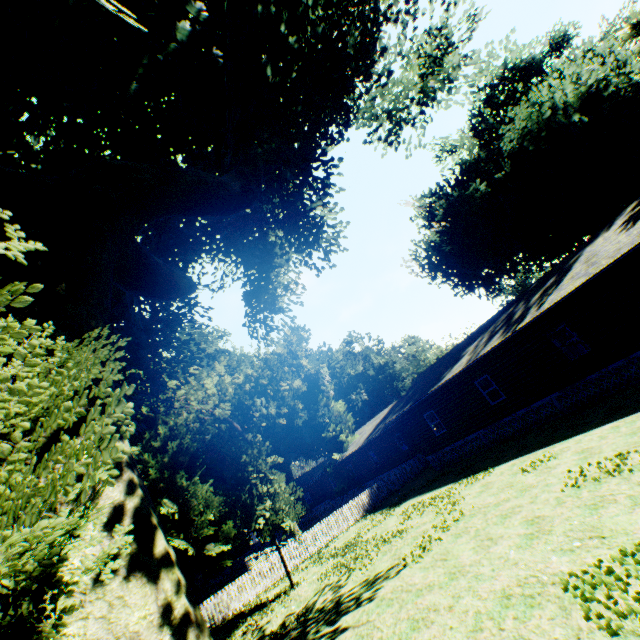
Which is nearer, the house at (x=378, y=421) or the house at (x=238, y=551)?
the house at (x=378, y=421)

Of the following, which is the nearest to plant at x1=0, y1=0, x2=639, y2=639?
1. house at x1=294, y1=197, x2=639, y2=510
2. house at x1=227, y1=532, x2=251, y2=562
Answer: house at x1=294, y1=197, x2=639, y2=510

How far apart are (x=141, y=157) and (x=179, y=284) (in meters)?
10.32

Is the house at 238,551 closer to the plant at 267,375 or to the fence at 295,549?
the fence at 295,549

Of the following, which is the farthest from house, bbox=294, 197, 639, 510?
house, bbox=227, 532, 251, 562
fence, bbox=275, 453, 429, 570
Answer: house, bbox=227, 532, 251, 562

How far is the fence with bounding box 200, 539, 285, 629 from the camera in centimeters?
1645cm

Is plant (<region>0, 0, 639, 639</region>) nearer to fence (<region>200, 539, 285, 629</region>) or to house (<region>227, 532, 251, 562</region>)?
fence (<region>200, 539, 285, 629</region>)

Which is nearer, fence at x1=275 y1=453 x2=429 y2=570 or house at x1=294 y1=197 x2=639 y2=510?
house at x1=294 y1=197 x2=639 y2=510
